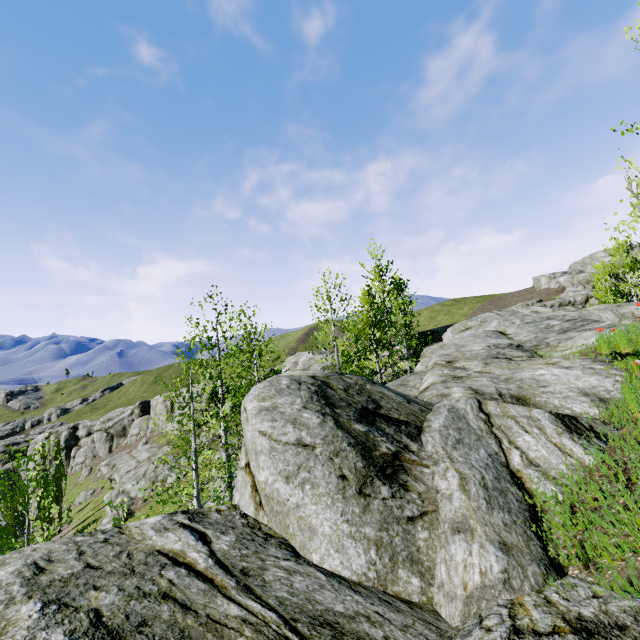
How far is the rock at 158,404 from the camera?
53.0m

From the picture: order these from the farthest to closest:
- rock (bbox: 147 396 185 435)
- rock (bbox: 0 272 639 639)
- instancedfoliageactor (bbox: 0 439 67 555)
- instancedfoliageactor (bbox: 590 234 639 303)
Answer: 1. rock (bbox: 147 396 185 435)
2. instancedfoliageactor (bbox: 590 234 639 303)
3. instancedfoliageactor (bbox: 0 439 67 555)
4. rock (bbox: 0 272 639 639)

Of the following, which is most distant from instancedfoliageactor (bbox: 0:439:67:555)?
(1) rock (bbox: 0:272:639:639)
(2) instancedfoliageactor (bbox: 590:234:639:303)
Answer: (2) instancedfoliageactor (bbox: 590:234:639:303)

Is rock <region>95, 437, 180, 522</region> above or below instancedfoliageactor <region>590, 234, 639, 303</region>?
below

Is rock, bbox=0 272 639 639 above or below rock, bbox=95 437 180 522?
above

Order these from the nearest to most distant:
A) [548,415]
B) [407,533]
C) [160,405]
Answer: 1. [407,533]
2. [548,415]
3. [160,405]
